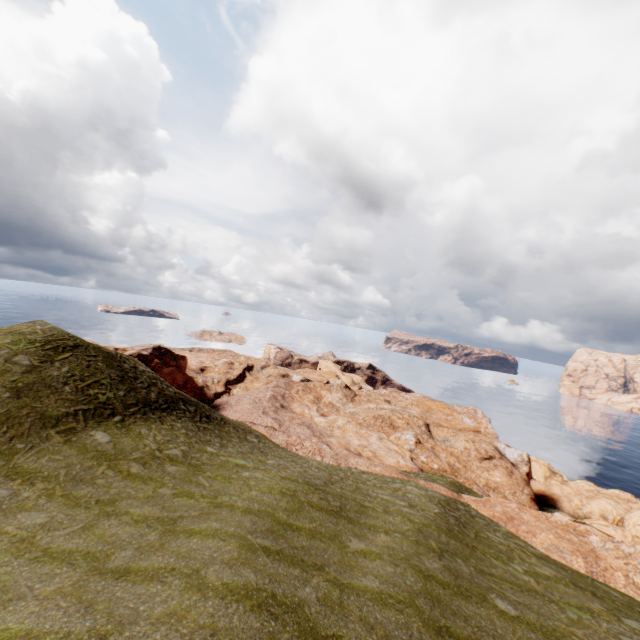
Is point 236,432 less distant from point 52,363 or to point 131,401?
point 131,401
